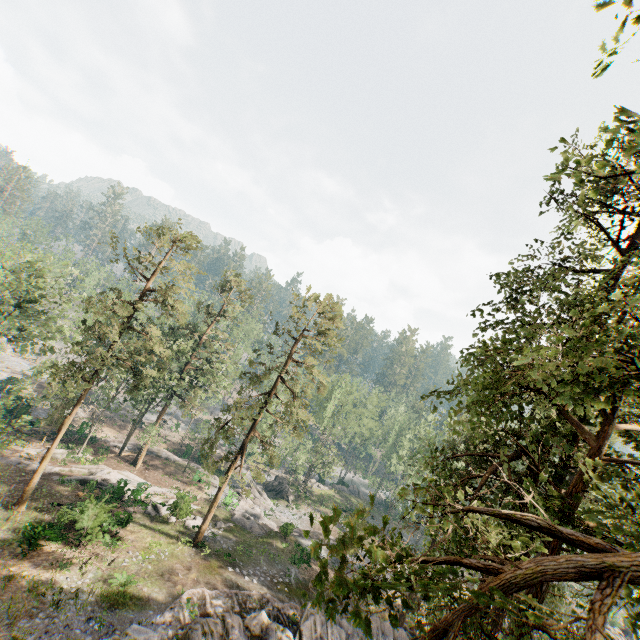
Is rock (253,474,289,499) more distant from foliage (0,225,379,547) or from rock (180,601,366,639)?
rock (180,601,366,639)

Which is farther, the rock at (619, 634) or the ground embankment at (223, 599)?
the rock at (619, 634)

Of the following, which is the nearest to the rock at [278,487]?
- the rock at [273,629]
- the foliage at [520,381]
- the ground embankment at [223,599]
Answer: the foliage at [520,381]

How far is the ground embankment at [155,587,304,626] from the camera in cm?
1811

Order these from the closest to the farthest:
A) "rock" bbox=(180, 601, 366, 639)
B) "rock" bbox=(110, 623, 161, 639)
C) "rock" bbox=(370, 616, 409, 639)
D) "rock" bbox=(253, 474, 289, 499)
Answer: "rock" bbox=(180, 601, 366, 639)
"rock" bbox=(110, 623, 161, 639)
"rock" bbox=(370, 616, 409, 639)
"rock" bbox=(253, 474, 289, 499)

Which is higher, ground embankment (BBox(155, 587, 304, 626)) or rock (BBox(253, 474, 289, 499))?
ground embankment (BBox(155, 587, 304, 626))

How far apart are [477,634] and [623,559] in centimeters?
408cm

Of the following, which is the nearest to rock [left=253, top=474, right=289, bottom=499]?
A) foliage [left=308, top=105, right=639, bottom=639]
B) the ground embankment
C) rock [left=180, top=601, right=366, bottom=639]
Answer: foliage [left=308, top=105, right=639, bottom=639]
